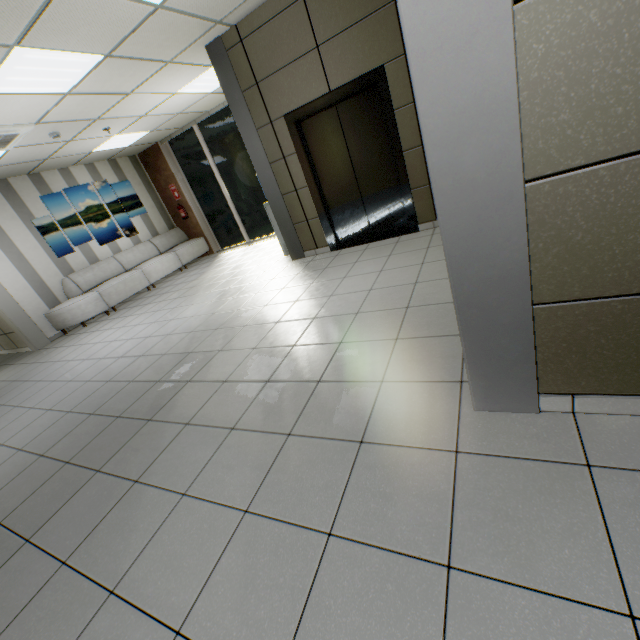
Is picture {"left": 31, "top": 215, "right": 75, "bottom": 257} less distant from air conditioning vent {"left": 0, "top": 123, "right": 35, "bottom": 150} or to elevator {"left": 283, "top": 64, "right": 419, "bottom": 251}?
air conditioning vent {"left": 0, "top": 123, "right": 35, "bottom": 150}

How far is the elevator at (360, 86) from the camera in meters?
4.0

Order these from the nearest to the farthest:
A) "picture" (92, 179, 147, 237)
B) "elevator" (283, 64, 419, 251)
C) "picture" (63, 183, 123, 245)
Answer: "elevator" (283, 64, 419, 251)
"picture" (63, 183, 123, 245)
"picture" (92, 179, 147, 237)

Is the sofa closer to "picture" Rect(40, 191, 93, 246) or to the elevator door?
"picture" Rect(40, 191, 93, 246)

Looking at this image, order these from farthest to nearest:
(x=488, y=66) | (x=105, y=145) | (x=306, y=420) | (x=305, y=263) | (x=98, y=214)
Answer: (x=98, y=214), (x=105, y=145), (x=305, y=263), (x=306, y=420), (x=488, y=66)

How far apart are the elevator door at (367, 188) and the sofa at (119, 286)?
5.6m

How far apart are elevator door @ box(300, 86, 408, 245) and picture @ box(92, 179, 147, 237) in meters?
6.4

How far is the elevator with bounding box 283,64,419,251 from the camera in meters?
4.0
